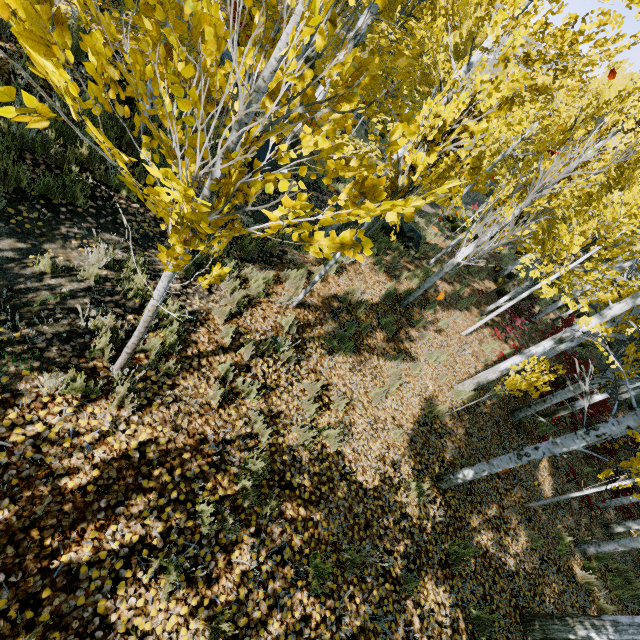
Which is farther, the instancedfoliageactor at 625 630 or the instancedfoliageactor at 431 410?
the instancedfoliageactor at 431 410

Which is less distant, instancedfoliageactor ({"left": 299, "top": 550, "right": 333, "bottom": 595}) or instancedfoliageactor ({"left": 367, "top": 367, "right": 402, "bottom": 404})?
instancedfoliageactor ({"left": 299, "top": 550, "right": 333, "bottom": 595})

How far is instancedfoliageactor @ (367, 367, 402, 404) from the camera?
5.73m

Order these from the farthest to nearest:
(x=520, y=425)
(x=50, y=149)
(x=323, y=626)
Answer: (x=520, y=425), (x=50, y=149), (x=323, y=626)

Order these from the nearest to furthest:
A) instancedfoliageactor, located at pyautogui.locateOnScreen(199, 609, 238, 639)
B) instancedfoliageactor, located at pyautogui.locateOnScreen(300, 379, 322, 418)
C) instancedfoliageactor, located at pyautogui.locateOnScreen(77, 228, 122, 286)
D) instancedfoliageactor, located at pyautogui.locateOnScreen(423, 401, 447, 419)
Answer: instancedfoliageactor, located at pyautogui.locateOnScreen(199, 609, 238, 639), instancedfoliageactor, located at pyautogui.locateOnScreen(77, 228, 122, 286), instancedfoliageactor, located at pyautogui.locateOnScreen(300, 379, 322, 418), instancedfoliageactor, located at pyautogui.locateOnScreen(423, 401, 447, 419)

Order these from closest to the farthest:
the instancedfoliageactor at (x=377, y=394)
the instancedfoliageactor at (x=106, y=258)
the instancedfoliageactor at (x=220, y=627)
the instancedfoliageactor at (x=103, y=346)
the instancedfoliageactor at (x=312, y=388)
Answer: the instancedfoliageactor at (x=220, y=627) → the instancedfoliageactor at (x=103, y=346) → the instancedfoliageactor at (x=106, y=258) → the instancedfoliageactor at (x=312, y=388) → the instancedfoliageactor at (x=377, y=394)
